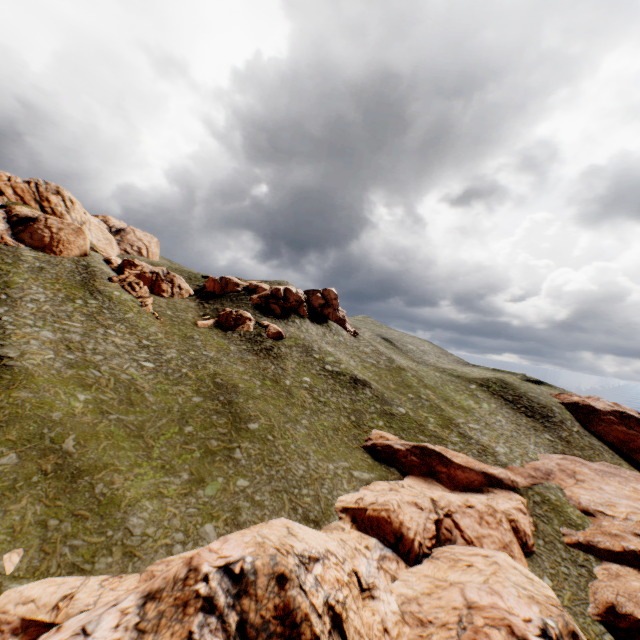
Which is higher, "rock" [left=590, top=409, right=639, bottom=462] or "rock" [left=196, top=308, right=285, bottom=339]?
"rock" [left=196, top=308, right=285, bottom=339]

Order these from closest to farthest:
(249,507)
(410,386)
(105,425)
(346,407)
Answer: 1. (249,507)
2. (105,425)
3. (346,407)
4. (410,386)

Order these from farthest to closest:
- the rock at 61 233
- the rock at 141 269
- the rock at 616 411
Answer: the rock at 616 411 < the rock at 141 269 < the rock at 61 233

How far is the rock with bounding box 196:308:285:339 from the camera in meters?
53.1 m

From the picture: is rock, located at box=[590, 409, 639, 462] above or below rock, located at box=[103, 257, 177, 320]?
below

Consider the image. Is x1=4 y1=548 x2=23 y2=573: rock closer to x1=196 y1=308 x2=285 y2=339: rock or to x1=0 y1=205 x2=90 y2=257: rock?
x1=196 y1=308 x2=285 y2=339: rock

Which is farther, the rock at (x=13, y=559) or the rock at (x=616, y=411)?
the rock at (x=616, y=411)

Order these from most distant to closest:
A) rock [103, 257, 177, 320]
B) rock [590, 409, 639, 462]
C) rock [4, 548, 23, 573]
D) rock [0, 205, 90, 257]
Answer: rock [590, 409, 639, 462], rock [103, 257, 177, 320], rock [0, 205, 90, 257], rock [4, 548, 23, 573]
